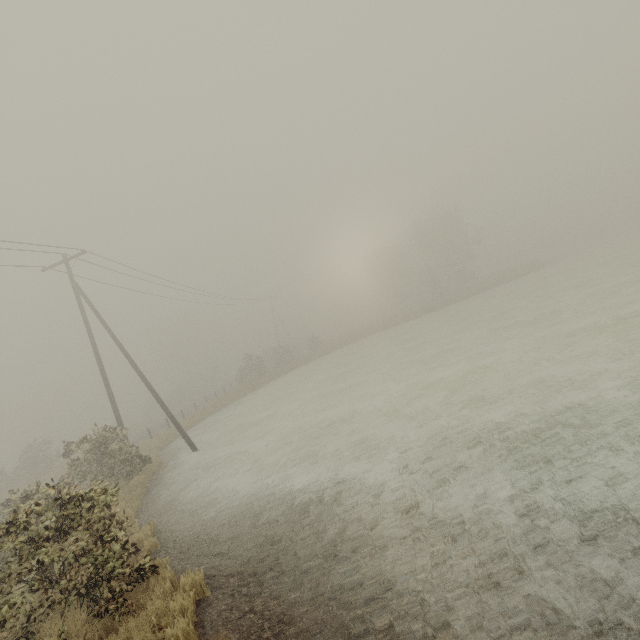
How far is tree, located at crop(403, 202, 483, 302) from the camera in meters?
48.7 m

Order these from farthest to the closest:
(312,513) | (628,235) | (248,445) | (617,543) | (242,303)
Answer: (242,303), (628,235), (248,445), (312,513), (617,543)

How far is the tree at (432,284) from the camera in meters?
48.7 m
